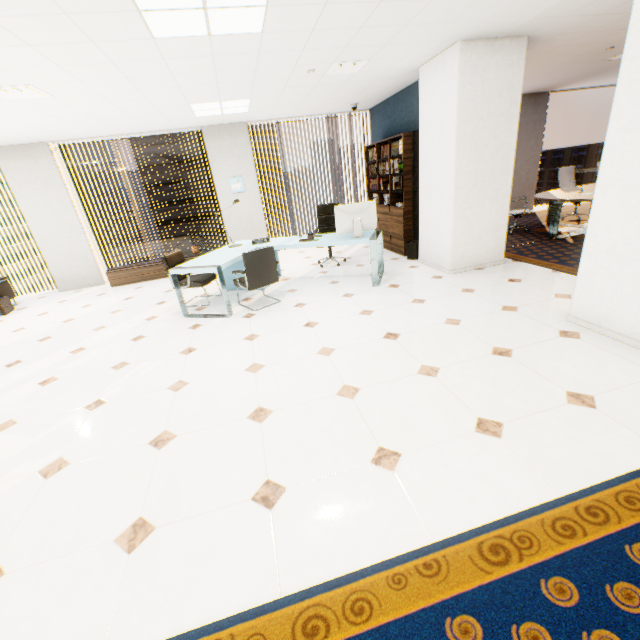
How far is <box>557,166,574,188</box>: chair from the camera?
7.7m

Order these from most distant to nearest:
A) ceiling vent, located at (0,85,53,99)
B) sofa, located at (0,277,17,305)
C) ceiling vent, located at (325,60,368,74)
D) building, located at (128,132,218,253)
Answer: building, located at (128,132,218,253) → sofa, located at (0,277,17,305) → ceiling vent, located at (325,60,368,74) → ceiling vent, located at (0,85,53,99)

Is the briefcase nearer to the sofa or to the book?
the sofa

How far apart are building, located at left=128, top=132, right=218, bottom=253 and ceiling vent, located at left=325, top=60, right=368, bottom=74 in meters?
59.8 m

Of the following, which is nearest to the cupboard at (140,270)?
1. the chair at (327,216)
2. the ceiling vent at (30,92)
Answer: the chair at (327,216)

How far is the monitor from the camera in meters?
4.8 m

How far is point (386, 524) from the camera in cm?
166

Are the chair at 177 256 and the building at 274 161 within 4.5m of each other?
no
